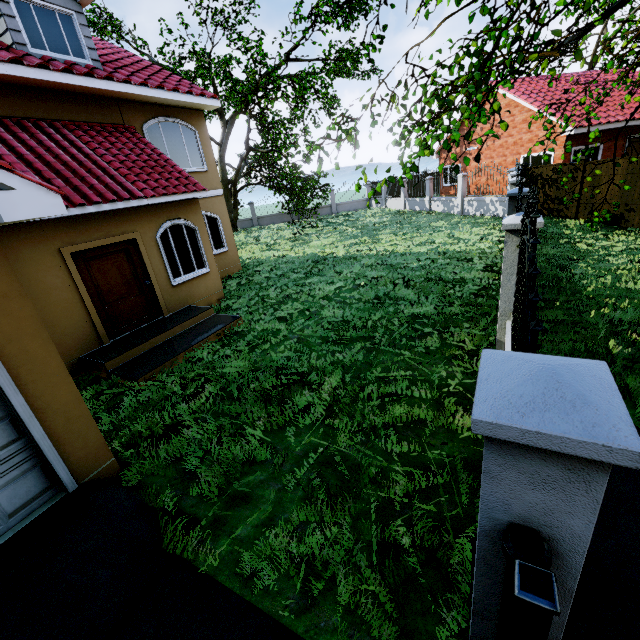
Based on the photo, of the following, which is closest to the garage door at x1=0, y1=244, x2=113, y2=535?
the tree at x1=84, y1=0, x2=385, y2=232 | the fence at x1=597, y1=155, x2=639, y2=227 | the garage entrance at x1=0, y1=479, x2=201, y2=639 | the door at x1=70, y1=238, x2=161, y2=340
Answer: the garage entrance at x1=0, y1=479, x2=201, y2=639

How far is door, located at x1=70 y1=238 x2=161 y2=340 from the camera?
7.1m

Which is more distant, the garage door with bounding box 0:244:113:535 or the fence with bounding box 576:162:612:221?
the fence with bounding box 576:162:612:221

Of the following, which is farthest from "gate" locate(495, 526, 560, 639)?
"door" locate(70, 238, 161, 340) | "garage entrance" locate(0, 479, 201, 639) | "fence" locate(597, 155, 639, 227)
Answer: "door" locate(70, 238, 161, 340)

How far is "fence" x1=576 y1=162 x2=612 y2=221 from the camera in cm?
1206

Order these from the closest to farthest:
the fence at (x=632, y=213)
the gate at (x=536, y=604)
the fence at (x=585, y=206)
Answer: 1. the gate at (x=536, y=604)
2. the fence at (x=632, y=213)
3. the fence at (x=585, y=206)

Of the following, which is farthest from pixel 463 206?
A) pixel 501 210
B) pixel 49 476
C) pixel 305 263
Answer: pixel 49 476

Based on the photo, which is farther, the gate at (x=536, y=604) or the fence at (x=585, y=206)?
the fence at (x=585, y=206)
